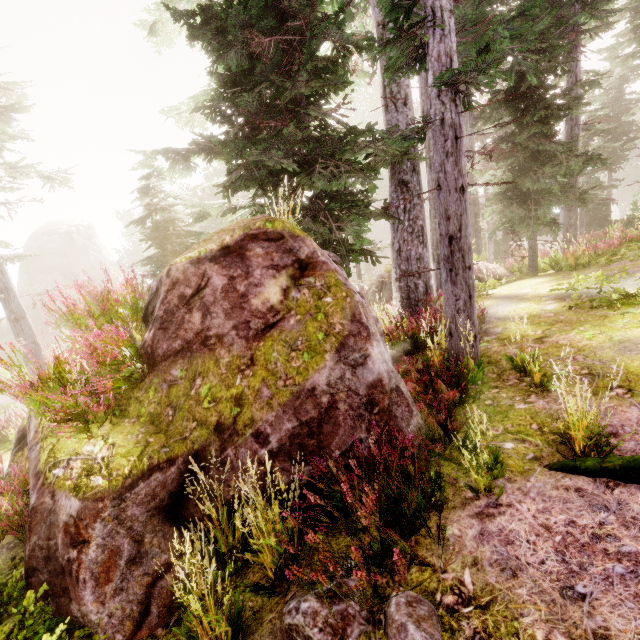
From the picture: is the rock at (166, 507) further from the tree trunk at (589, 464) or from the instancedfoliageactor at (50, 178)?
the tree trunk at (589, 464)

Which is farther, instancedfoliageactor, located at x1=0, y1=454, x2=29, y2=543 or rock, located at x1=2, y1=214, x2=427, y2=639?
instancedfoliageactor, located at x1=0, y1=454, x2=29, y2=543

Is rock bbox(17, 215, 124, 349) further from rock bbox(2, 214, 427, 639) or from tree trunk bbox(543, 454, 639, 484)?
tree trunk bbox(543, 454, 639, 484)

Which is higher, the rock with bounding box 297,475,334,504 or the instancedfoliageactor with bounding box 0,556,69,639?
the rock with bounding box 297,475,334,504

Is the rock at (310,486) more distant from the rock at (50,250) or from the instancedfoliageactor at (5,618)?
the rock at (50,250)

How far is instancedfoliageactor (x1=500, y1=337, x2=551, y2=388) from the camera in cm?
472

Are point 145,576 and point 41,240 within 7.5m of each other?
no

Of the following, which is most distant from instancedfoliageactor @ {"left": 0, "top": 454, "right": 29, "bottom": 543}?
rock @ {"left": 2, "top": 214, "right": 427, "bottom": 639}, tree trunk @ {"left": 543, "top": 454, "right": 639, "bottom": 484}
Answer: tree trunk @ {"left": 543, "top": 454, "right": 639, "bottom": 484}
